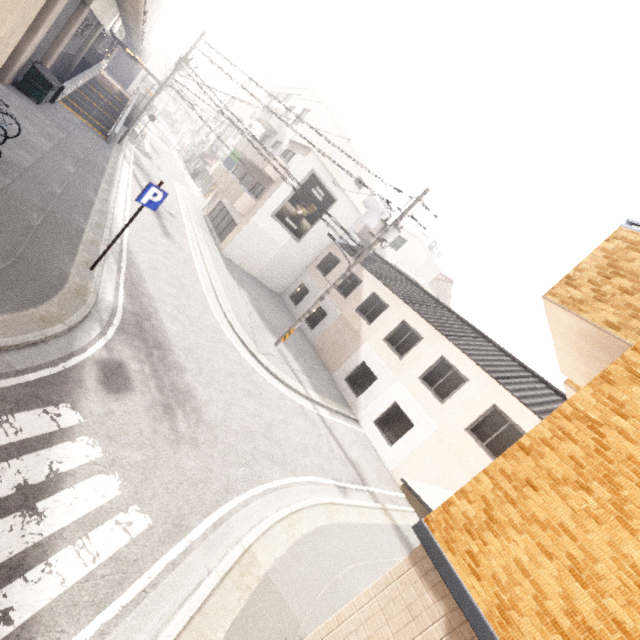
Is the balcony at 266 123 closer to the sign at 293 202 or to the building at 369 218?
the sign at 293 202

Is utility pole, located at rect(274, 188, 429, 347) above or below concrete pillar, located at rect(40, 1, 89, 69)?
above

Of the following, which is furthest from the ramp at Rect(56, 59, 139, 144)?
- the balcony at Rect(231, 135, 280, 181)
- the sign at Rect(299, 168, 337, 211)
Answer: the sign at Rect(299, 168, 337, 211)

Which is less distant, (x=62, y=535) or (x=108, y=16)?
(x=62, y=535)

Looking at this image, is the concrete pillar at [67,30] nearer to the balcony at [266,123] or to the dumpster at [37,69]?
the dumpster at [37,69]

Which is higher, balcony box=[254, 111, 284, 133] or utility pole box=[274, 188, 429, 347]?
balcony box=[254, 111, 284, 133]

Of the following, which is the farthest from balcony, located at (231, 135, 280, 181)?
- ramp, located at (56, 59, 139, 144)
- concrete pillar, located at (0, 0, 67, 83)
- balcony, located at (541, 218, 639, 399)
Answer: balcony, located at (541, 218, 639, 399)

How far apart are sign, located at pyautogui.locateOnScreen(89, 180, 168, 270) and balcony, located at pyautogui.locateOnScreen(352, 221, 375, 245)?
25.9 meters
